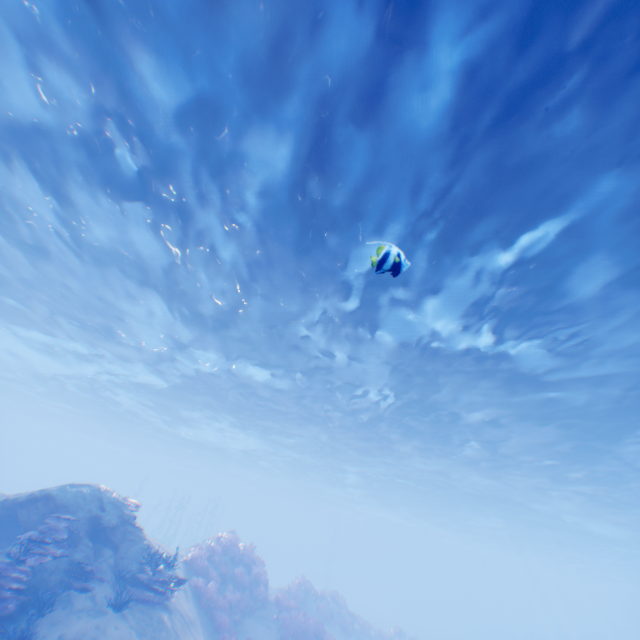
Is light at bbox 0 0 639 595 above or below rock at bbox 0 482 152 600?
above

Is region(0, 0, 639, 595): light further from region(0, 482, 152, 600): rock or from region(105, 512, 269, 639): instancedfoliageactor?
region(105, 512, 269, 639): instancedfoliageactor

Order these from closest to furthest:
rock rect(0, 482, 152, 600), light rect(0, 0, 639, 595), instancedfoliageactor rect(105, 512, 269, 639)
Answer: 1. light rect(0, 0, 639, 595)
2. rock rect(0, 482, 152, 600)
3. instancedfoliageactor rect(105, 512, 269, 639)

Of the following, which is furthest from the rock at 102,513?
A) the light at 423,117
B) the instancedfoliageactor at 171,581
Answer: the instancedfoliageactor at 171,581

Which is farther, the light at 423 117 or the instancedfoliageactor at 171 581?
the instancedfoliageactor at 171 581

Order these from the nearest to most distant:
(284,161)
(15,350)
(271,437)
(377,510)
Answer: (284,161)
(15,350)
(271,437)
(377,510)
